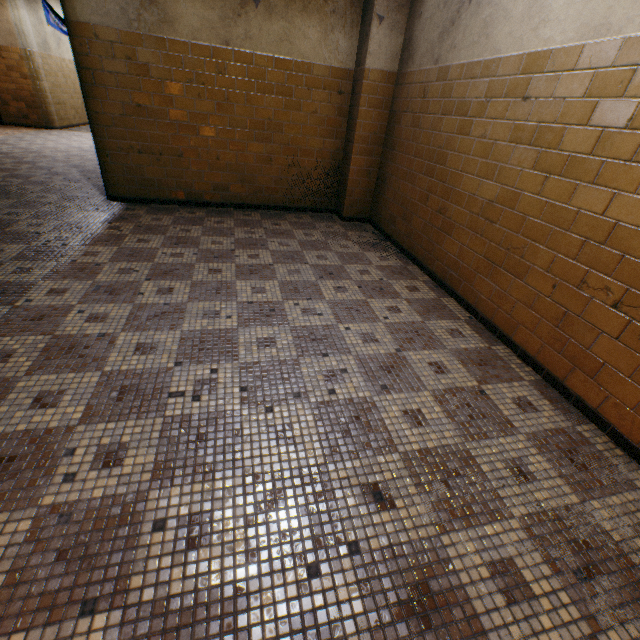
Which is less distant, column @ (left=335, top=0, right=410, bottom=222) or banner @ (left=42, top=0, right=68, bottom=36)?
column @ (left=335, top=0, right=410, bottom=222)

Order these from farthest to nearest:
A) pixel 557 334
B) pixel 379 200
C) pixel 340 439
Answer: pixel 379 200 < pixel 557 334 < pixel 340 439

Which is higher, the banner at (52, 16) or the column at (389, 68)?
the banner at (52, 16)

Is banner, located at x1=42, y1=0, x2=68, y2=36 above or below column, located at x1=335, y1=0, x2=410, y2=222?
above

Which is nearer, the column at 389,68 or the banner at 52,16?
the column at 389,68
